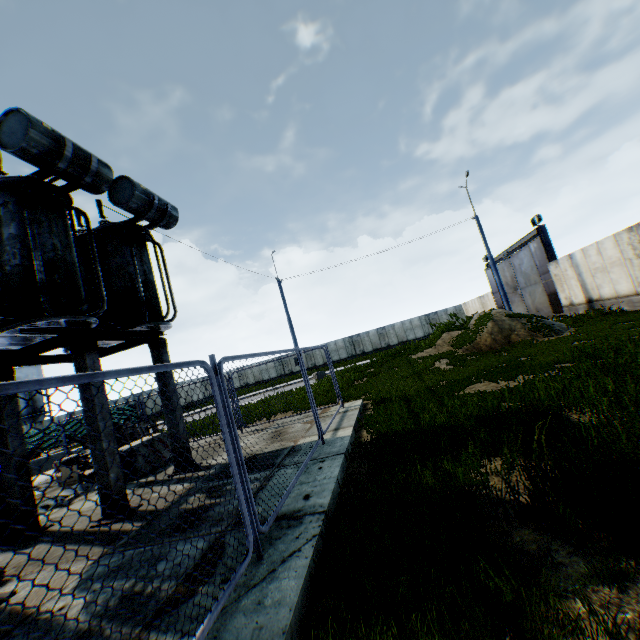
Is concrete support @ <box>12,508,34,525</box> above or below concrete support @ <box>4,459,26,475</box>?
below

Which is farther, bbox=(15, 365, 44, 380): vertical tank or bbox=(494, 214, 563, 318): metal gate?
bbox=(15, 365, 44, 380): vertical tank

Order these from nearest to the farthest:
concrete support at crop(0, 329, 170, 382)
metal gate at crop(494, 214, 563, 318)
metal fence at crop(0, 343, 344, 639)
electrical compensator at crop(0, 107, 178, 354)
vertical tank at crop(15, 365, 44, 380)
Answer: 1. metal fence at crop(0, 343, 344, 639)
2. electrical compensator at crop(0, 107, 178, 354)
3. concrete support at crop(0, 329, 170, 382)
4. metal gate at crop(494, 214, 563, 318)
5. vertical tank at crop(15, 365, 44, 380)

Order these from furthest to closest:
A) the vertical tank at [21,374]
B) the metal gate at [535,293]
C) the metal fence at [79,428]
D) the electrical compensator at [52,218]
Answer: the vertical tank at [21,374] → the metal gate at [535,293] → the electrical compensator at [52,218] → the metal fence at [79,428]

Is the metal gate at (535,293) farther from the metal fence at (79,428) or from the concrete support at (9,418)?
the concrete support at (9,418)

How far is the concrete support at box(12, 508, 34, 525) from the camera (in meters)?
6.29

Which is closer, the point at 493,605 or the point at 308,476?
the point at 493,605

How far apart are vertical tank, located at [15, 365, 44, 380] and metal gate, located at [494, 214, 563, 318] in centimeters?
6408cm
